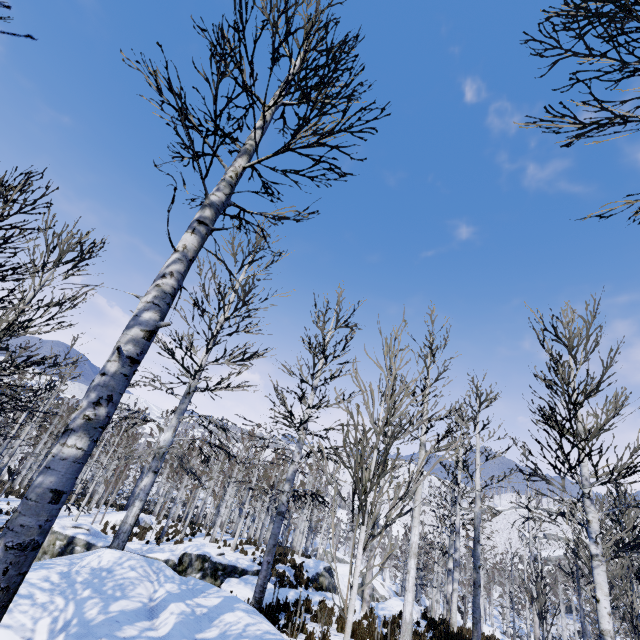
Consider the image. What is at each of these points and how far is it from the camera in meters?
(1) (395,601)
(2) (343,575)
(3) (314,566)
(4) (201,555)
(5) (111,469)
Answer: (1) rock, 17.5 m
(2) rock, 27.0 m
(3) rock, 20.3 m
(4) rock, 14.3 m
(5) instancedfoliageactor, 26.7 m

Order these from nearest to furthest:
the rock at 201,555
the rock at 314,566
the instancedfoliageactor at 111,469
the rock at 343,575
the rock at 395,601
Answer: the instancedfoliageactor at 111,469
the rock at 201,555
the rock at 314,566
the rock at 395,601
the rock at 343,575

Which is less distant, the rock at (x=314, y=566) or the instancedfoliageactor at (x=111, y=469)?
the instancedfoliageactor at (x=111, y=469)

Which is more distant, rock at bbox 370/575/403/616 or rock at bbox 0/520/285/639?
rock at bbox 370/575/403/616

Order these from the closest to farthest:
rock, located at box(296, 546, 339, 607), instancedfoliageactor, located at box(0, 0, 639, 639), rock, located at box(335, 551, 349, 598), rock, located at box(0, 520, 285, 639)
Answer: instancedfoliageactor, located at box(0, 0, 639, 639) < rock, located at box(0, 520, 285, 639) < rock, located at box(296, 546, 339, 607) < rock, located at box(335, 551, 349, 598)

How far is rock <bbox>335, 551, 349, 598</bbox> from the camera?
23.22m

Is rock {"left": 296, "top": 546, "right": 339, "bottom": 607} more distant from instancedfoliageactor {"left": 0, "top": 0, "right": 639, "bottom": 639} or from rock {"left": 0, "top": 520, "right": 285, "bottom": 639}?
rock {"left": 0, "top": 520, "right": 285, "bottom": 639}
